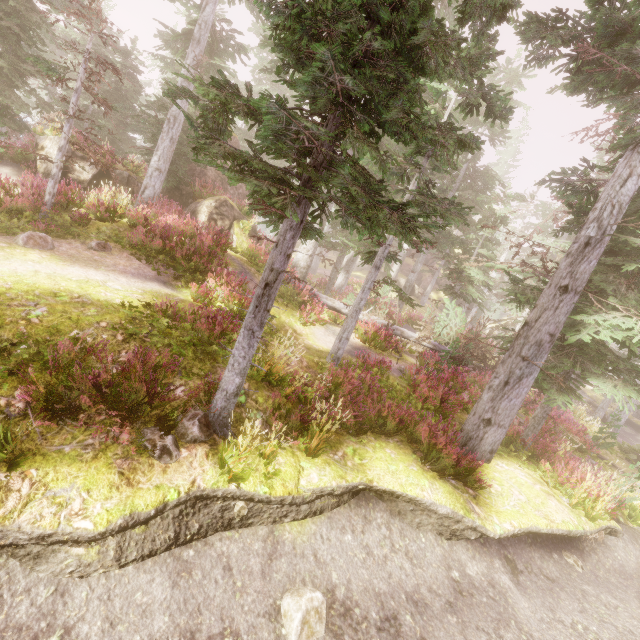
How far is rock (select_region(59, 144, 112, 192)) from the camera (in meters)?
14.79

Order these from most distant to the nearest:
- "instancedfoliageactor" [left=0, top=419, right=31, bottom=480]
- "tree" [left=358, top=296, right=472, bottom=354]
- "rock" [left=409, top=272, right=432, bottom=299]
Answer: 1. "rock" [left=409, top=272, right=432, bottom=299]
2. "tree" [left=358, top=296, right=472, bottom=354]
3. "instancedfoliageactor" [left=0, top=419, right=31, bottom=480]

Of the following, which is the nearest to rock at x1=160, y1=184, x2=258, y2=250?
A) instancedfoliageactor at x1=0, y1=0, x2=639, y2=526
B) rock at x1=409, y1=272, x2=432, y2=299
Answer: instancedfoliageactor at x1=0, y1=0, x2=639, y2=526

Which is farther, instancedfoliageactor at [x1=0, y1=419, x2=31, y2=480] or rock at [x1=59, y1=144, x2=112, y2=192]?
rock at [x1=59, y1=144, x2=112, y2=192]

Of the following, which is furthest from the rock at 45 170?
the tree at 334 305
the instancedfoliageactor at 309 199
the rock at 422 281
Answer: the rock at 422 281

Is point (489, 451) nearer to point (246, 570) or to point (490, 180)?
point (246, 570)

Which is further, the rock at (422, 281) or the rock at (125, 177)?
the rock at (422, 281)

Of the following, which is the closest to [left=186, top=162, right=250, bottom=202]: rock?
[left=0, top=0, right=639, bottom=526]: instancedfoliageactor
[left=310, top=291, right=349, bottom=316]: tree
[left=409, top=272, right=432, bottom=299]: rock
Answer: [left=0, top=0, right=639, bottom=526]: instancedfoliageactor
